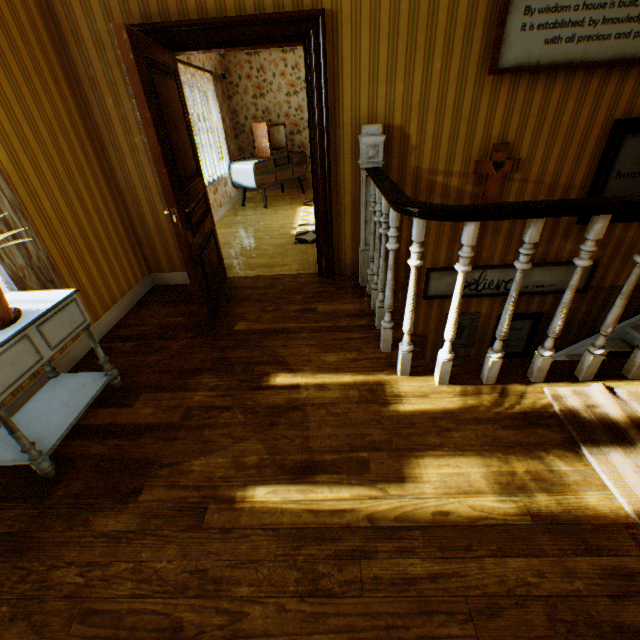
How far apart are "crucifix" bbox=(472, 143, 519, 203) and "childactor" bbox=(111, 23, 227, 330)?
2.8 meters

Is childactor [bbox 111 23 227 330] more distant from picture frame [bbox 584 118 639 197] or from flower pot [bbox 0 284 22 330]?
picture frame [bbox 584 118 639 197]

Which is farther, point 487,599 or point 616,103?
point 616,103

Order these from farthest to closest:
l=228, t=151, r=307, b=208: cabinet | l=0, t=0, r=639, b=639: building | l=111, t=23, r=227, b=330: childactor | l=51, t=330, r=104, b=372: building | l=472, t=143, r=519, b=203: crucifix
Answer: l=228, t=151, r=307, b=208: cabinet
l=472, t=143, r=519, b=203: crucifix
l=51, t=330, r=104, b=372: building
l=111, t=23, r=227, b=330: childactor
l=0, t=0, r=639, b=639: building

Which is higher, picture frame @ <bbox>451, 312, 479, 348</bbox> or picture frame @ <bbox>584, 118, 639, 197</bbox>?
picture frame @ <bbox>584, 118, 639, 197</bbox>

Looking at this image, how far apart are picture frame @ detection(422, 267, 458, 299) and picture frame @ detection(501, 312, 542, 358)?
0.3m

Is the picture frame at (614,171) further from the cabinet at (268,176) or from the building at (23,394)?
the cabinet at (268,176)

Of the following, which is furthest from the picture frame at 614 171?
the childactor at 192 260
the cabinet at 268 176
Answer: the cabinet at 268 176
